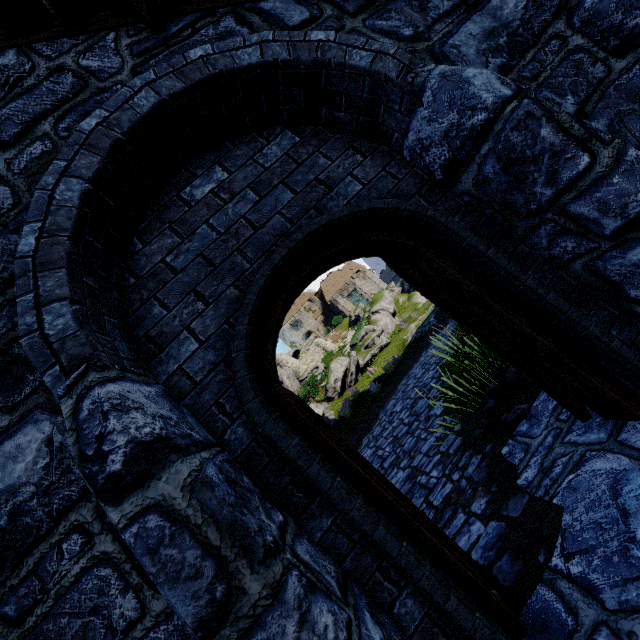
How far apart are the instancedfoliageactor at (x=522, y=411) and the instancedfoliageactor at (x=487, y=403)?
0.40m

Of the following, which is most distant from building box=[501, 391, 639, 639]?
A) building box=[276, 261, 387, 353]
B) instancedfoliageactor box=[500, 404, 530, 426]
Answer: building box=[276, 261, 387, 353]

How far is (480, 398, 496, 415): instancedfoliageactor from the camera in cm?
453

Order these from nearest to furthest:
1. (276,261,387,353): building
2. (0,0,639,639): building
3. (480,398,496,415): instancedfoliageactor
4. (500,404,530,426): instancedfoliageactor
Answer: (0,0,639,639): building
(500,404,530,426): instancedfoliageactor
(480,398,496,415): instancedfoliageactor
(276,261,387,353): building

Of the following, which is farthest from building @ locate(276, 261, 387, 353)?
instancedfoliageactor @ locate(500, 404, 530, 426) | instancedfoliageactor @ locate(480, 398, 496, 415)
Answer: instancedfoliageactor @ locate(500, 404, 530, 426)

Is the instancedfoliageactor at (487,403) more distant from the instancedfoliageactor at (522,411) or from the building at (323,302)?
the building at (323,302)

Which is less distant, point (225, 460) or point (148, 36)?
point (225, 460)

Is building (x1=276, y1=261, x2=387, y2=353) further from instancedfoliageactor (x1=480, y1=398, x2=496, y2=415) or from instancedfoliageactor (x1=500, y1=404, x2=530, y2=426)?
instancedfoliageactor (x1=500, y1=404, x2=530, y2=426)
